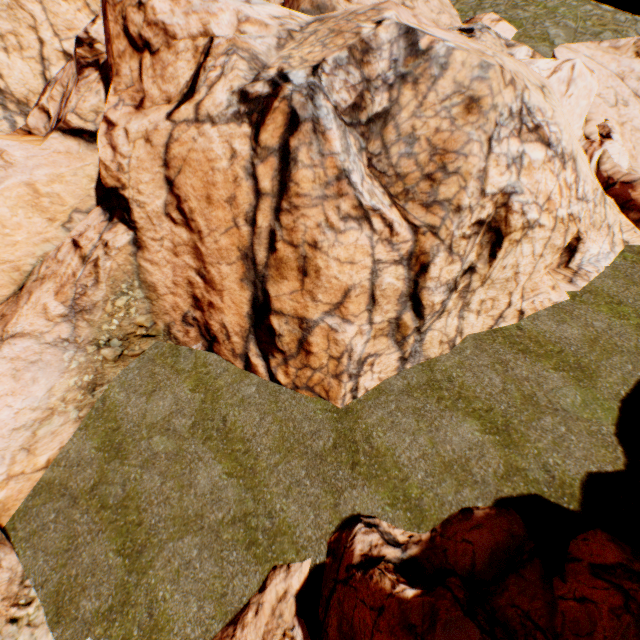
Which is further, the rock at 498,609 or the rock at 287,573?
the rock at 287,573

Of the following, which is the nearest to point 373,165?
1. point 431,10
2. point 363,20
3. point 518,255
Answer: point 363,20

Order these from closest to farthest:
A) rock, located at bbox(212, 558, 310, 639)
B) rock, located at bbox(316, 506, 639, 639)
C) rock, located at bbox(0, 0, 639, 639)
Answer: rock, located at bbox(316, 506, 639, 639)
rock, located at bbox(212, 558, 310, 639)
rock, located at bbox(0, 0, 639, 639)

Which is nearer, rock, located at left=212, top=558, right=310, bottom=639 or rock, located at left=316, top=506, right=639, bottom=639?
rock, located at left=316, top=506, right=639, bottom=639

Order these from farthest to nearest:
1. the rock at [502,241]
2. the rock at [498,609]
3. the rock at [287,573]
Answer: the rock at [502,241]
the rock at [287,573]
the rock at [498,609]

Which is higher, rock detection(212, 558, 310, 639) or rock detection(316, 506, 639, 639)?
rock detection(316, 506, 639, 639)
